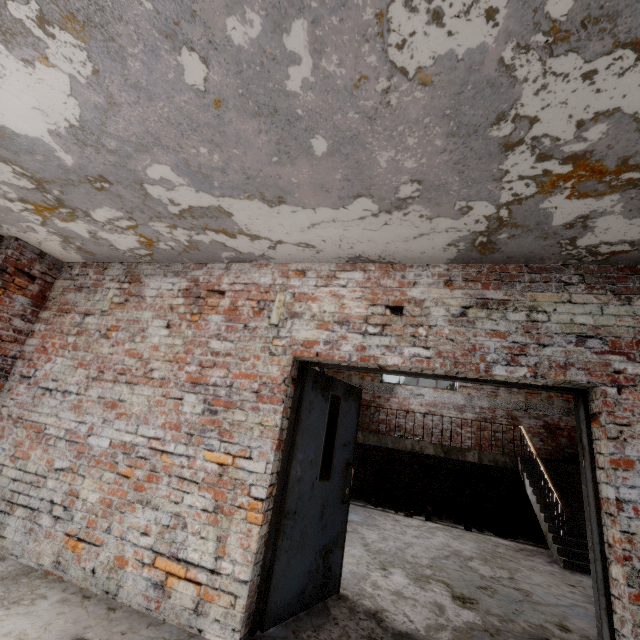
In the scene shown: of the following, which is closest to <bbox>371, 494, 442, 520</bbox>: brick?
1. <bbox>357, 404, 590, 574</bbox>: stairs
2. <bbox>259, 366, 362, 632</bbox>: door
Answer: <bbox>357, 404, 590, 574</bbox>: stairs

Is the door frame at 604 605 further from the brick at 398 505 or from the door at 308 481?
the brick at 398 505

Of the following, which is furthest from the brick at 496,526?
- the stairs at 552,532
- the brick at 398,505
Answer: the brick at 398,505

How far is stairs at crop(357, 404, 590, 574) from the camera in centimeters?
597cm

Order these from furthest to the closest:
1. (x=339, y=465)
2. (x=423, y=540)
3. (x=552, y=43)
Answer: (x=423, y=540), (x=339, y=465), (x=552, y=43)

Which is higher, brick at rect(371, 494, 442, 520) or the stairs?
the stairs

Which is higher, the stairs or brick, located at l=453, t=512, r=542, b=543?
the stairs

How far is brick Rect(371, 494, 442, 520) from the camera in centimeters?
786cm
